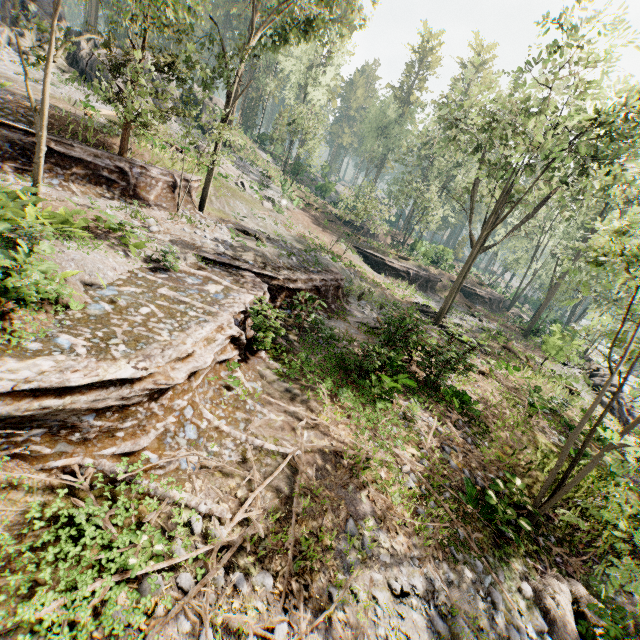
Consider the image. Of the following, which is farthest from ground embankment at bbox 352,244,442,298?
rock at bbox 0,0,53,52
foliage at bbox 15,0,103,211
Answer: rock at bbox 0,0,53,52

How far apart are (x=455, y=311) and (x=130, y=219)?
28.4m

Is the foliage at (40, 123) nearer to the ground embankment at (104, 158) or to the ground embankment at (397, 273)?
the ground embankment at (104, 158)

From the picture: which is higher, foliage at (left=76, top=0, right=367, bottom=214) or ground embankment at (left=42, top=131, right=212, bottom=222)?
foliage at (left=76, top=0, right=367, bottom=214)

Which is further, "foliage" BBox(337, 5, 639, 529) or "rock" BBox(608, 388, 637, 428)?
"rock" BBox(608, 388, 637, 428)

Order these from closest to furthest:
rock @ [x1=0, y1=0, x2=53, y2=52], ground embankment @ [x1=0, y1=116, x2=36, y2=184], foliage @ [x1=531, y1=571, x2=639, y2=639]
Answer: foliage @ [x1=531, y1=571, x2=639, y2=639] → ground embankment @ [x1=0, y1=116, x2=36, y2=184] → rock @ [x1=0, y1=0, x2=53, y2=52]

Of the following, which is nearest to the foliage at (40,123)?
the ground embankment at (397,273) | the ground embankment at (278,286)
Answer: the ground embankment at (278,286)

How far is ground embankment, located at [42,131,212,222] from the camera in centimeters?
1348cm
